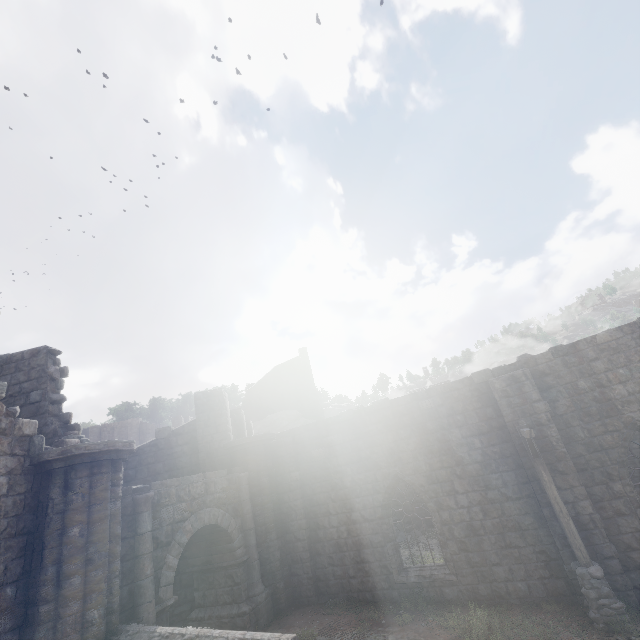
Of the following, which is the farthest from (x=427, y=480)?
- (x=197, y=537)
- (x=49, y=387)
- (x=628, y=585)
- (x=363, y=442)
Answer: (x=49, y=387)

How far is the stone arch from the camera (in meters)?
8.23

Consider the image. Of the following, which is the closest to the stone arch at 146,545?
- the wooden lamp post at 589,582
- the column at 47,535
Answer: the column at 47,535

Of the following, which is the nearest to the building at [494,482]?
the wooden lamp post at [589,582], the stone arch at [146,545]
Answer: the stone arch at [146,545]

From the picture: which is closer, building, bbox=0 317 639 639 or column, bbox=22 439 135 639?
column, bbox=22 439 135 639

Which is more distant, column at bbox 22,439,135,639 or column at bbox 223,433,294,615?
column at bbox 223,433,294,615

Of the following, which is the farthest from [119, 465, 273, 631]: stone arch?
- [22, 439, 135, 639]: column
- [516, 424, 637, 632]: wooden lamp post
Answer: [516, 424, 637, 632]: wooden lamp post

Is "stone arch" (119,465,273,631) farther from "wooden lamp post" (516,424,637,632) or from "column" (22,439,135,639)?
"wooden lamp post" (516,424,637,632)
